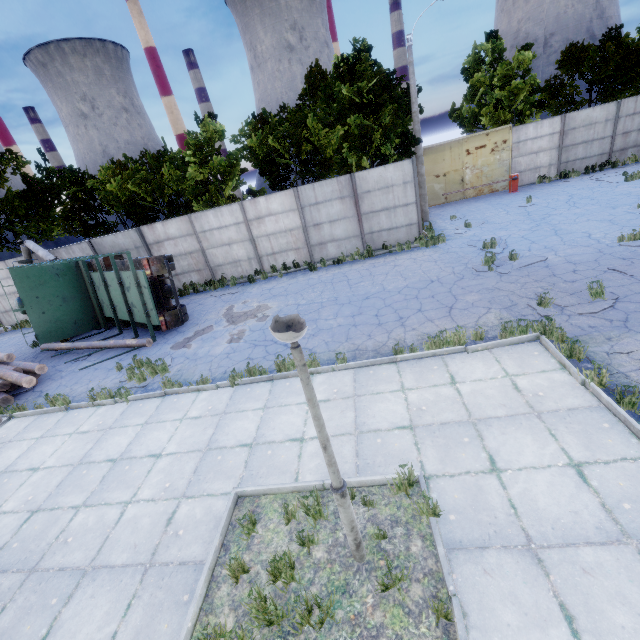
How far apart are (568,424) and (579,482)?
1.04m

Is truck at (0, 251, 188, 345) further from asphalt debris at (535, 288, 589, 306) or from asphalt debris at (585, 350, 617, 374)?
asphalt debris at (585, 350, 617, 374)

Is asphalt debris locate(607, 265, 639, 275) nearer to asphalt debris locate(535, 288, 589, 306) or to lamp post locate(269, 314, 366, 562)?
asphalt debris locate(535, 288, 589, 306)

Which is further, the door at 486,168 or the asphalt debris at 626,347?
the door at 486,168

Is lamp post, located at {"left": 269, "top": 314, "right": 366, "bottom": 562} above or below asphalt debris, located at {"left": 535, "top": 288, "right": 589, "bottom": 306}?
above

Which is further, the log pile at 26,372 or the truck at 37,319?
the truck at 37,319

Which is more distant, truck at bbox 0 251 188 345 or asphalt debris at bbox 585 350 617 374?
truck at bbox 0 251 188 345

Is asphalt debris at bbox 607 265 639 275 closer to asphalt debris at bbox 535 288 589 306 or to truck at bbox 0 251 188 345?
asphalt debris at bbox 535 288 589 306
